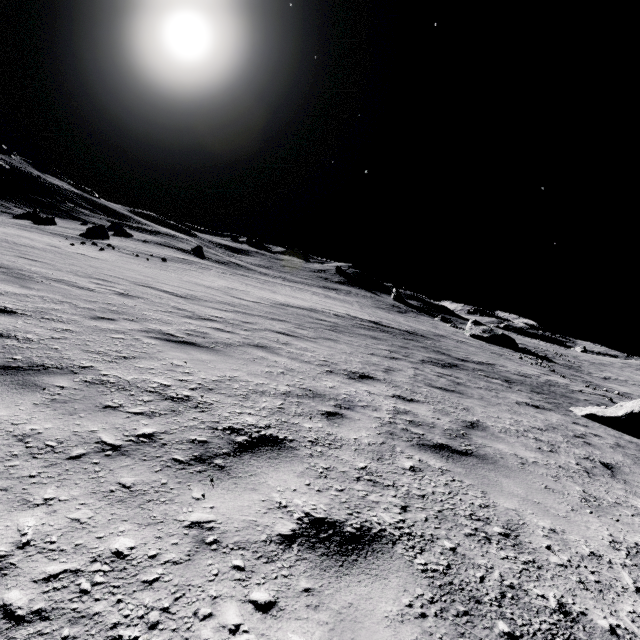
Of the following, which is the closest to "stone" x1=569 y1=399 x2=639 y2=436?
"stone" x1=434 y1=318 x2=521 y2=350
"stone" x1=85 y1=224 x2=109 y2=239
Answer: "stone" x1=434 y1=318 x2=521 y2=350

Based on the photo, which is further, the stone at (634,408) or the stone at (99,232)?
the stone at (99,232)

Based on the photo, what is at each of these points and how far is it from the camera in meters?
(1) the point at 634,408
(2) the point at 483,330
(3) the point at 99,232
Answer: (1) stone, 9.0 m
(2) stone, 42.9 m
(3) stone, 29.8 m

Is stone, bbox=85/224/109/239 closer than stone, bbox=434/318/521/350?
Yes

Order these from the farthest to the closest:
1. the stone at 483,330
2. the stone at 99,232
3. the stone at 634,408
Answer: the stone at 483,330
the stone at 99,232
the stone at 634,408

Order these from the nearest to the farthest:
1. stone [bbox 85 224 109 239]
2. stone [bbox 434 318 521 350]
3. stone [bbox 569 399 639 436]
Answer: stone [bbox 569 399 639 436]
stone [bbox 85 224 109 239]
stone [bbox 434 318 521 350]

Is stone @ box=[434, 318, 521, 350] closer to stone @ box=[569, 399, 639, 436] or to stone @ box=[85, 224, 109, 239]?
stone @ box=[569, 399, 639, 436]

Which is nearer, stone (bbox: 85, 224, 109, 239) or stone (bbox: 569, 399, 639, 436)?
stone (bbox: 569, 399, 639, 436)
